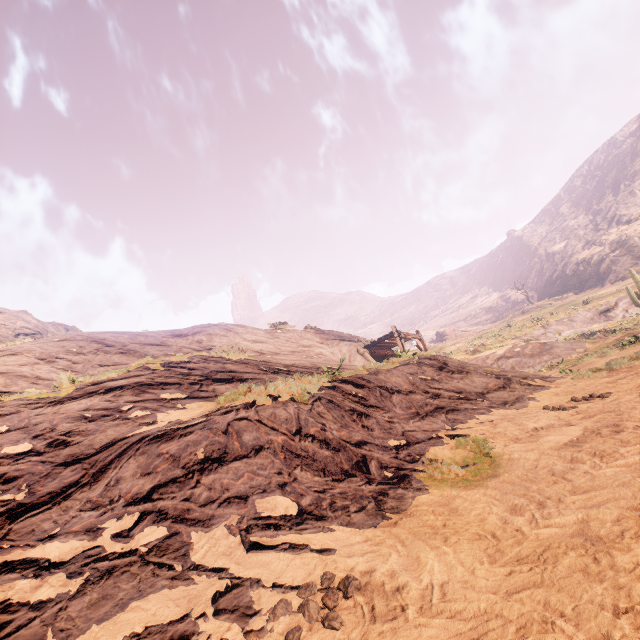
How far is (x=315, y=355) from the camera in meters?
15.5 m
